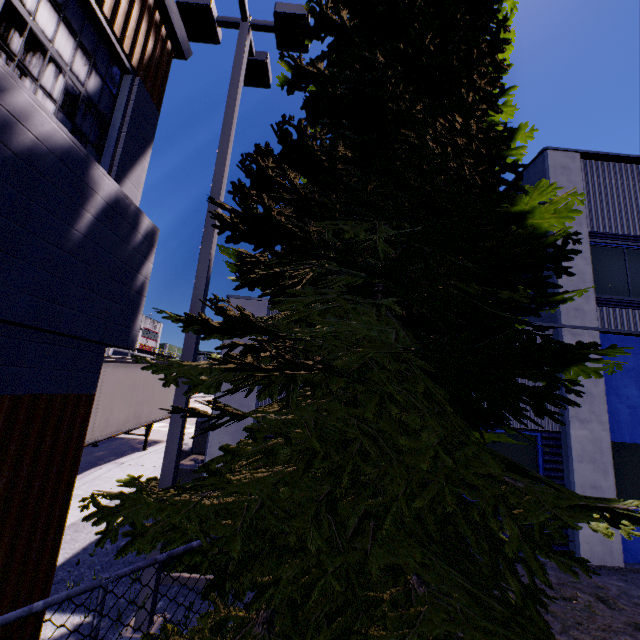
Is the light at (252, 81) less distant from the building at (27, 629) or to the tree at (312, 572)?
the tree at (312, 572)

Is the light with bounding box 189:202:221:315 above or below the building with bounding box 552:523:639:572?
above

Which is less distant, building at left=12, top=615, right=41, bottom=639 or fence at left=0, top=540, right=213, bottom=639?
fence at left=0, top=540, right=213, bottom=639

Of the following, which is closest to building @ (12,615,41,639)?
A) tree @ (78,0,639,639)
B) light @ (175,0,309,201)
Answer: tree @ (78,0,639,639)

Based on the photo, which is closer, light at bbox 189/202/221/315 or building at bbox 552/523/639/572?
light at bbox 189/202/221/315

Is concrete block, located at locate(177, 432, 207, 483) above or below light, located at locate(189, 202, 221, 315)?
below

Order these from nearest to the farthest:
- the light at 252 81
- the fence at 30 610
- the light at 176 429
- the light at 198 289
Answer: the fence at 30 610 < the light at 176 429 < the light at 198 289 < the light at 252 81

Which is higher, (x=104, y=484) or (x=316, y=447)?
(x=316, y=447)
